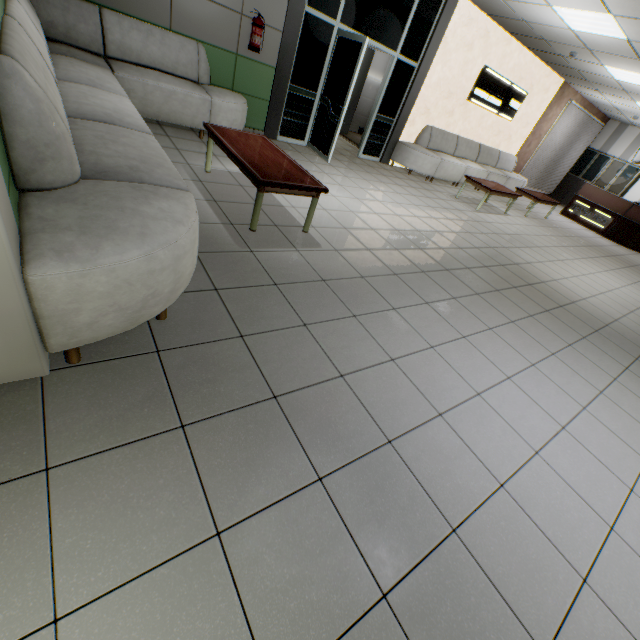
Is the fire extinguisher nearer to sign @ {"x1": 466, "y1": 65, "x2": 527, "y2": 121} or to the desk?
sign @ {"x1": 466, "y1": 65, "x2": 527, "y2": 121}

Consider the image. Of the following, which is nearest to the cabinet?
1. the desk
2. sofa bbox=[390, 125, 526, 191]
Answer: the desk

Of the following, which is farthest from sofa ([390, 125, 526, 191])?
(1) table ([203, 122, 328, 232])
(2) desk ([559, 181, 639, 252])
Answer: (1) table ([203, 122, 328, 232])

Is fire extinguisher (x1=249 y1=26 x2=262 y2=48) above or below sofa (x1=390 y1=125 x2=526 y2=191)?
above

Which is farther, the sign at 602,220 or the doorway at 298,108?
the sign at 602,220

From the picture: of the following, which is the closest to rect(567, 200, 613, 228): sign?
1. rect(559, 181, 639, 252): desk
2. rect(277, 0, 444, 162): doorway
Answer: rect(559, 181, 639, 252): desk

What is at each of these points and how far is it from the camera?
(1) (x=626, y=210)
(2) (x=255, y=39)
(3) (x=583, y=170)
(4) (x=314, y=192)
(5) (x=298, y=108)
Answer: (1) desk, 10.3 meters
(2) fire extinguisher, 5.0 meters
(3) cabinet, 13.2 meters
(4) table, 3.3 meters
(5) doorway, 6.3 meters

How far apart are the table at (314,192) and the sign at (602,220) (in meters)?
12.15
